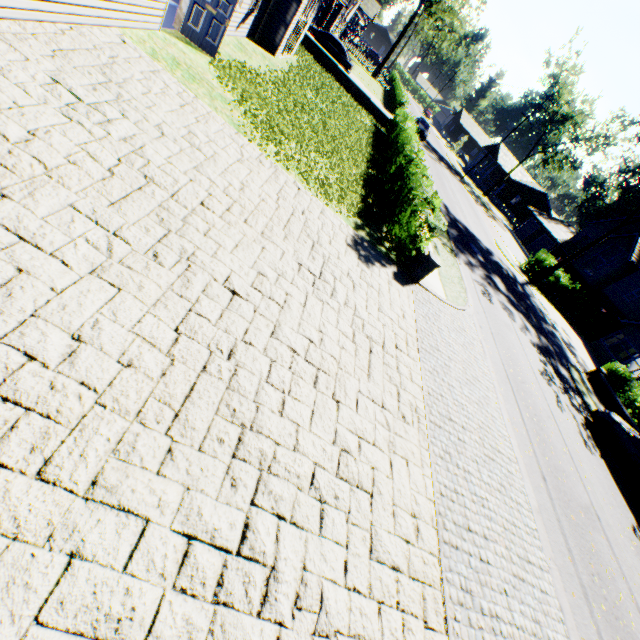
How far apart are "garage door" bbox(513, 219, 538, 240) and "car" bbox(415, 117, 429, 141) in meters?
20.9 m

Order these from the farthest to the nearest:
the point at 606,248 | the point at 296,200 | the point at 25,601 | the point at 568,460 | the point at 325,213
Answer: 1. the point at 606,248
2. the point at 568,460
3. the point at 325,213
4. the point at 296,200
5. the point at 25,601

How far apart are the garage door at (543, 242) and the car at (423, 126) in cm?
2083

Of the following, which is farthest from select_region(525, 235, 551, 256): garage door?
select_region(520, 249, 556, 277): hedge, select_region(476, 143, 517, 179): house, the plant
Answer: the plant

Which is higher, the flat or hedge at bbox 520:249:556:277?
the flat

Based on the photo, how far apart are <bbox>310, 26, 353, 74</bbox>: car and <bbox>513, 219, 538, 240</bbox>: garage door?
34.4m

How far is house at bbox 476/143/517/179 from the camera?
54.91m

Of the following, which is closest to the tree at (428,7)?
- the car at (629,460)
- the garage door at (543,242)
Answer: the car at (629,460)
